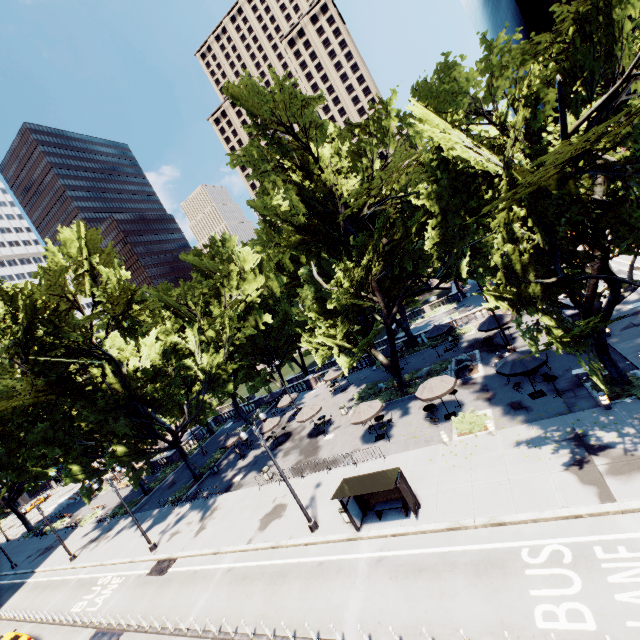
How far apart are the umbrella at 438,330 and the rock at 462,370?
5.0 meters

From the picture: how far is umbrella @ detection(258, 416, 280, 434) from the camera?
31.3 meters

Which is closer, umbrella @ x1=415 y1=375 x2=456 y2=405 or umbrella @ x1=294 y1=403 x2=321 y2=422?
umbrella @ x1=415 y1=375 x2=456 y2=405

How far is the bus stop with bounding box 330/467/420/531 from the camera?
15.00m

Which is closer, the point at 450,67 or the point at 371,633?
the point at 371,633

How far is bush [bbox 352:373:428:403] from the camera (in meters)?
28.06

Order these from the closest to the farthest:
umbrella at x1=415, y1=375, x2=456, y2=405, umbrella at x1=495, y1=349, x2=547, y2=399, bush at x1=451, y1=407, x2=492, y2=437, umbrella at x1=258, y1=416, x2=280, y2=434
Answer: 1. umbrella at x1=495, y1=349, x2=547, y2=399
2. bush at x1=451, y1=407, x2=492, y2=437
3. umbrella at x1=415, y1=375, x2=456, y2=405
4. umbrella at x1=258, y1=416, x2=280, y2=434

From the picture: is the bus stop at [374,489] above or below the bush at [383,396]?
above
